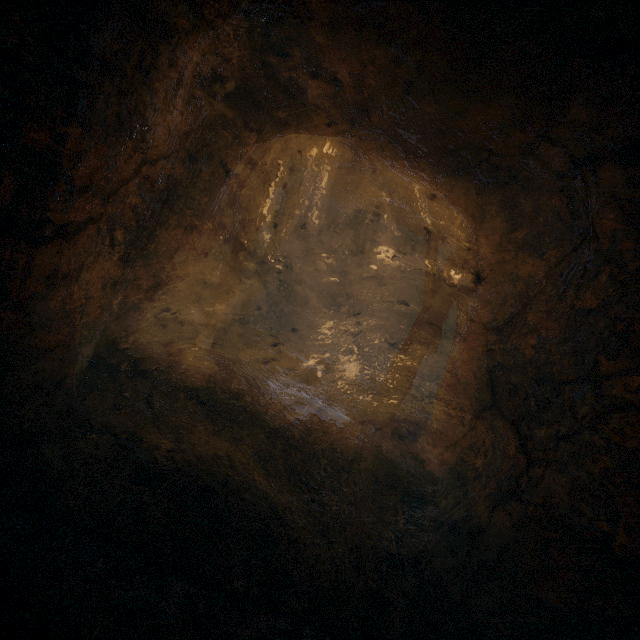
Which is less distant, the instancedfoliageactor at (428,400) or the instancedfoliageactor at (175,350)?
the instancedfoliageactor at (175,350)

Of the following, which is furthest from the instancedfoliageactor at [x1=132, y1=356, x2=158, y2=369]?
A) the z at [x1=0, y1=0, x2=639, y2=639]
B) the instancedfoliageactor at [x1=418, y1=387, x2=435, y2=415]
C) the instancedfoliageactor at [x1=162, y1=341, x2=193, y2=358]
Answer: the instancedfoliageactor at [x1=418, y1=387, x2=435, y2=415]

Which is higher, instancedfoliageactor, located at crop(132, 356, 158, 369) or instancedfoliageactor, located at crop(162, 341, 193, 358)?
instancedfoliageactor, located at crop(132, 356, 158, 369)

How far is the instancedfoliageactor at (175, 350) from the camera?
5.59m

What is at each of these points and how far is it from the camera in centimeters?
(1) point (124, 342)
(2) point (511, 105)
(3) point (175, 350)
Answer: (1) instancedfoliageactor, 504cm
(2) z, 302cm
(3) instancedfoliageactor, 575cm

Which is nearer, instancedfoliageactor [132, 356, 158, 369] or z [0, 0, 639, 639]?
z [0, 0, 639, 639]

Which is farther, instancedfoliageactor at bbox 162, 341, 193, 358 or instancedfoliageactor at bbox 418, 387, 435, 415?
instancedfoliageactor at bbox 418, 387, 435, 415

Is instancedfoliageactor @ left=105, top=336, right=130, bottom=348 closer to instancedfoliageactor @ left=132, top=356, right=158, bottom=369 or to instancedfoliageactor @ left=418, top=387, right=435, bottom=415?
instancedfoliageactor @ left=132, top=356, right=158, bottom=369
